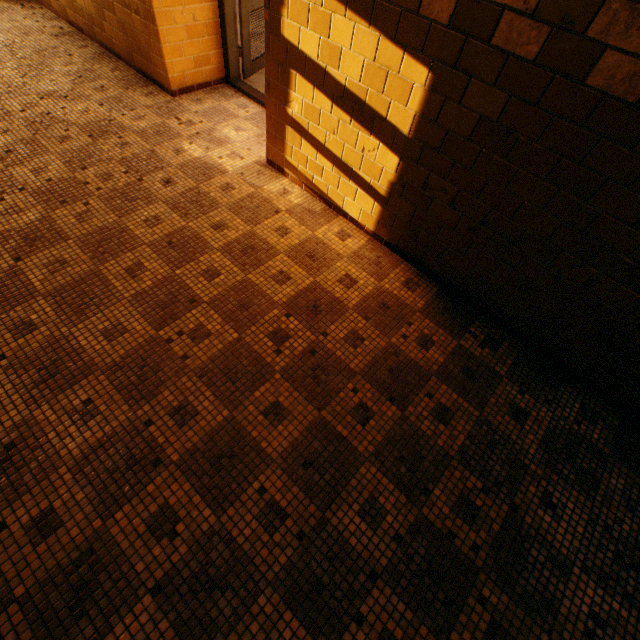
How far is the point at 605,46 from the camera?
1.4m
